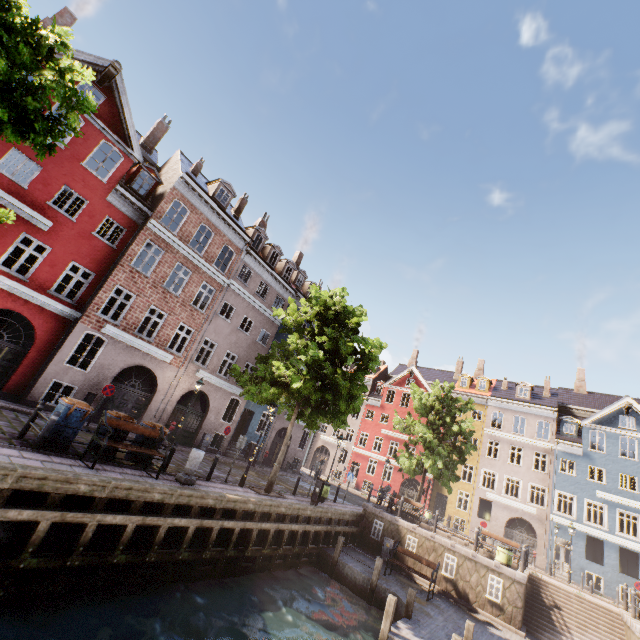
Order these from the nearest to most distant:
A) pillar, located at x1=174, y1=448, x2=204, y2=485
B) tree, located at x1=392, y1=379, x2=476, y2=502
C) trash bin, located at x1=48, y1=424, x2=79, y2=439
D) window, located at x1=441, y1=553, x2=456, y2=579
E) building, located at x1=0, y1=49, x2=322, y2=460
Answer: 1. trash bin, located at x1=48, y1=424, x2=79, y2=439
2. pillar, located at x1=174, y1=448, x2=204, y2=485
3. building, located at x1=0, y1=49, x2=322, y2=460
4. window, located at x1=441, y1=553, x2=456, y2=579
5. tree, located at x1=392, y1=379, x2=476, y2=502

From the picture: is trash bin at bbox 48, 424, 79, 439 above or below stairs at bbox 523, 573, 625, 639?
above

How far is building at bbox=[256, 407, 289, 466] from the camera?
25.9m

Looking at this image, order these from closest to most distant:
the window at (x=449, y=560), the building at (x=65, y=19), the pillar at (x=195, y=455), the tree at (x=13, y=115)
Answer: the tree at (x=13, y=115) < the pillar at (x=195, y=455) < the window at (x=449, y=560) < the building at (x=65, y=19)

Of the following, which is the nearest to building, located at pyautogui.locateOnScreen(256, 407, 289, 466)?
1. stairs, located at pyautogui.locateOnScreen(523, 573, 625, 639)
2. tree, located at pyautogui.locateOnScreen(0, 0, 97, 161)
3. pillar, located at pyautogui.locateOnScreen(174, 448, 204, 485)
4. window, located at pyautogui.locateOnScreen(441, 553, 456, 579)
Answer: tree, located at pyautogui.locateOnScreen(0, 0, 97, 161)

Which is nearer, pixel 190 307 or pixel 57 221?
pixel 57 221

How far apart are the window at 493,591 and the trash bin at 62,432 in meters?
18.3 m

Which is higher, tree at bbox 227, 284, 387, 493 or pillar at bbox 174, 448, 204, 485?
tree at bbox 227, 284, 387, 493
